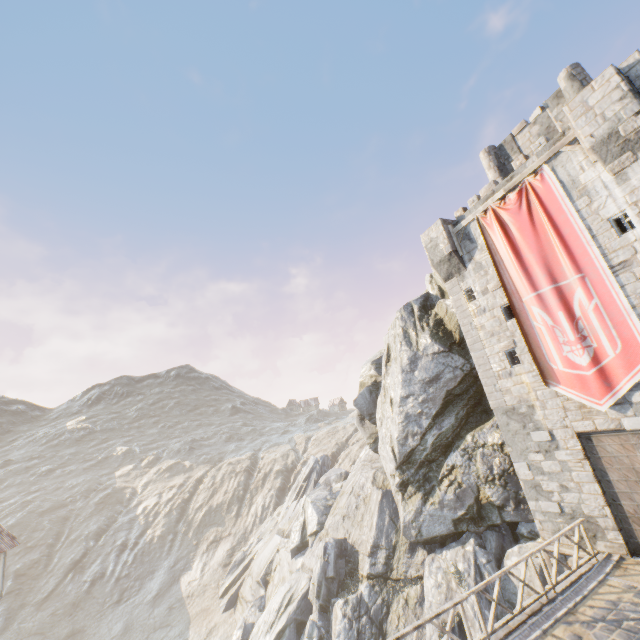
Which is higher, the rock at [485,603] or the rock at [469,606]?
the rock at [485,603]

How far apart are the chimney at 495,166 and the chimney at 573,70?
3.2m

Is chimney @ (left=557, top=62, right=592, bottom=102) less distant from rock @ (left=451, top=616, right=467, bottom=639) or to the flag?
the flag

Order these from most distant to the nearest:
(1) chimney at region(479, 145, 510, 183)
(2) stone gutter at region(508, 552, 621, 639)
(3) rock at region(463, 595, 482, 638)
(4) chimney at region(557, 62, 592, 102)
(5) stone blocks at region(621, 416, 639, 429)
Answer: (1) chimney at region(479, 145, 510, 183) < (4) chimney at region(557, 62, 592, 102) < (3) rock at region(463, 595, 482, 638) < (5) stone blocks at region(621, 416, 639, 429) < (2) stone gutter at region(508, 552, 621, 639)

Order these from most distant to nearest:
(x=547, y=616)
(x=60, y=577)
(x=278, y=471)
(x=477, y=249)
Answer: (x=278, y=471), (x=60, y=577), (x=477, y=249), (x=547, y=616)

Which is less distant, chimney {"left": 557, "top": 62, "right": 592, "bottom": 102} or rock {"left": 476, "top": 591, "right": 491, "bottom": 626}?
rock {"left": 476, "top": 591, "right": 491, "bottom": 626}

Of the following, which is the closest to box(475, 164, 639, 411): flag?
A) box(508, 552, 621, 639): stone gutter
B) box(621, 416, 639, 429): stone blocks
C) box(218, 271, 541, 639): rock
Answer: box(621, 416, 639, 429): stone blocks

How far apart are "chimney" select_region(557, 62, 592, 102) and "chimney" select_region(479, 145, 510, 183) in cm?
319
